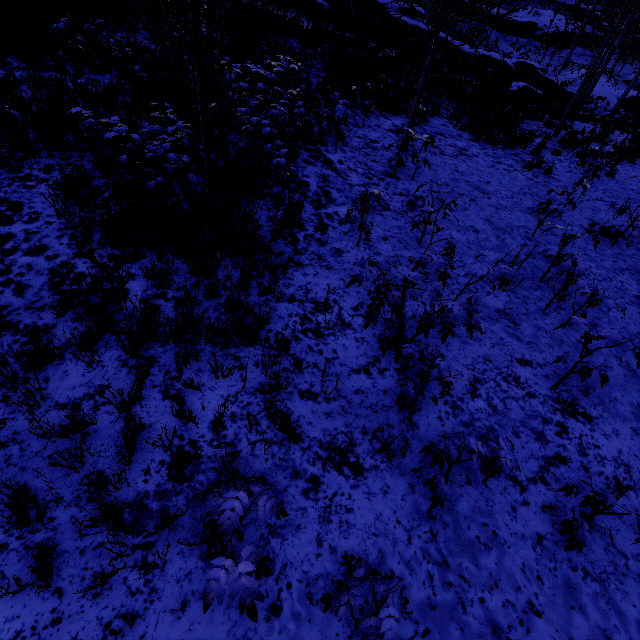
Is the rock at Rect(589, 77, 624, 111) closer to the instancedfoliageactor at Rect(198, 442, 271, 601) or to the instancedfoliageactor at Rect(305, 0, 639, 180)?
the instancedfoliageactor at Rect(305, 0, 639, 180)

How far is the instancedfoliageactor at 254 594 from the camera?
1.73m

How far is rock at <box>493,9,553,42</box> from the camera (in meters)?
37.84

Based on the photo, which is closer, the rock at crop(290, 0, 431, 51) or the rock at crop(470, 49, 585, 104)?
the rock at crop(470, 49, 585, 104)

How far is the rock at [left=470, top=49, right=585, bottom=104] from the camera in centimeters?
1731cm

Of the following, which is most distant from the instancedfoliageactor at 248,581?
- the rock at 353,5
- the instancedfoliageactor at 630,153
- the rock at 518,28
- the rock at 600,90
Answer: the rock at 518,28

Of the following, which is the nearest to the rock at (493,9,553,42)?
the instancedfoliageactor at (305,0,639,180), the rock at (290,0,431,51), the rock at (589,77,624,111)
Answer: the rock at (589,77,624,111)

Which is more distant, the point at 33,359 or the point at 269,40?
the point at 269,40
